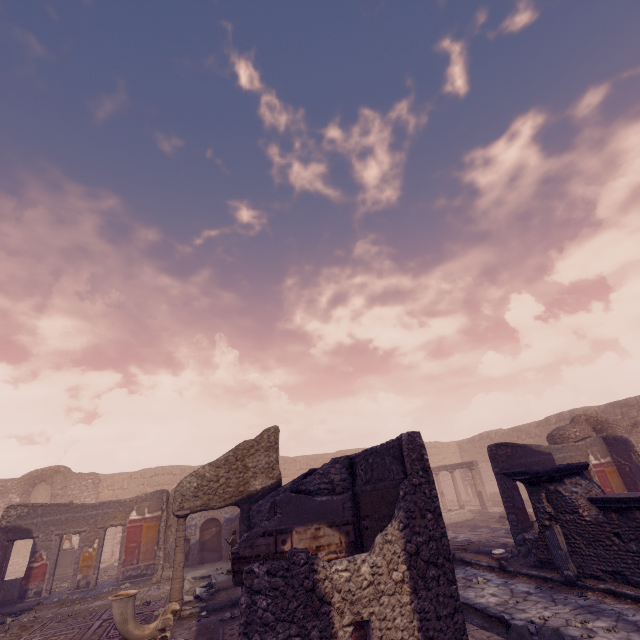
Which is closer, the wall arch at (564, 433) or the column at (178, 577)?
the column at (178, 577)

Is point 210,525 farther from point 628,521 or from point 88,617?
point 628,521

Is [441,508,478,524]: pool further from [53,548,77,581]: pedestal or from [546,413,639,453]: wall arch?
[53,548,77,581]: pedestal

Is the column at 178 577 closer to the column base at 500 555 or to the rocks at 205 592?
the rocks at 205 592

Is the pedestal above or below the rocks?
above

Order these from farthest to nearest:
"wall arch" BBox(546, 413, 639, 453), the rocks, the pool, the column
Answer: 1. the pool
2. "wall arch" BBox(546, 413, 639, 453)
3. the rocks
4. the column

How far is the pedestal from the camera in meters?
14.7 m

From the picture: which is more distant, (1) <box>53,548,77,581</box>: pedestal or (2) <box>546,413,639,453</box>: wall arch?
(1) <box>53,548,77,581</box>: pedestal
